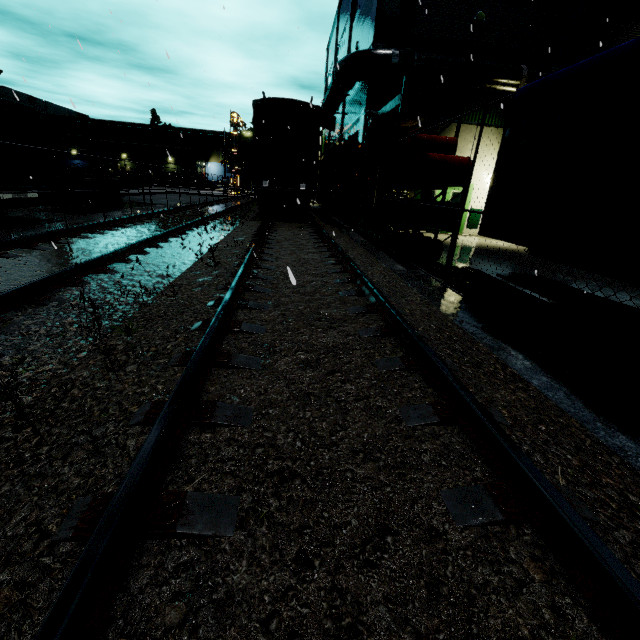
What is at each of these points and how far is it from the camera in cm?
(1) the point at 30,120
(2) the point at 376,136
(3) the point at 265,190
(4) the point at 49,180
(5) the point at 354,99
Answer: (1) semi trailer, 1134
(2) building, 1483
(3) flatcar, 1445
(4) semi trailer, 1234
(5) building, 1812

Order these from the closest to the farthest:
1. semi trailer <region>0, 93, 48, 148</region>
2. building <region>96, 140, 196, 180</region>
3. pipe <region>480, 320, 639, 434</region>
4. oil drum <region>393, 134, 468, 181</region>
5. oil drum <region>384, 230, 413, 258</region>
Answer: pipe <region>480, 320, 639, 434</region>, oil drum <region>393, 134, 468, 181</region>, oil drum <region>384, 230, 413, 258</region>, semi trailer <region>0, 93, 48, 148</region>, building <region>96, 140, 196, 180</region>

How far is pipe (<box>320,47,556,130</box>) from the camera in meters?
12.8

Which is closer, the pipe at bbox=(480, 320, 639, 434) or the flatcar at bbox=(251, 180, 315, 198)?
the pipe at bbox=(480, 320, 639, 434)

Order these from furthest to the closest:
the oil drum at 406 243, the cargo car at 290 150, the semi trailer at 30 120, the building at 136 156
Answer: the building at 136 156, the cargo car at 290 150, the semi trailer at 30 120, the oil drum at 406 243

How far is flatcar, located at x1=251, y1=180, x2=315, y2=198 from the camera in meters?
14.3

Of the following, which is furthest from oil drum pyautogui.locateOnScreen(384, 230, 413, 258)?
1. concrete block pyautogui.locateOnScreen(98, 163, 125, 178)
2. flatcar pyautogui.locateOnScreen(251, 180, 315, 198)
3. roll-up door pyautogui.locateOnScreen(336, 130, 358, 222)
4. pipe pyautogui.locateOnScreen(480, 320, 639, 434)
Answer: concrete block pyautogui.locateOnScreen(98, 163, 125, 178)

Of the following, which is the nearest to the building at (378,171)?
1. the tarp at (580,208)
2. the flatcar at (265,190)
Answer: the tarp at (580,208)
